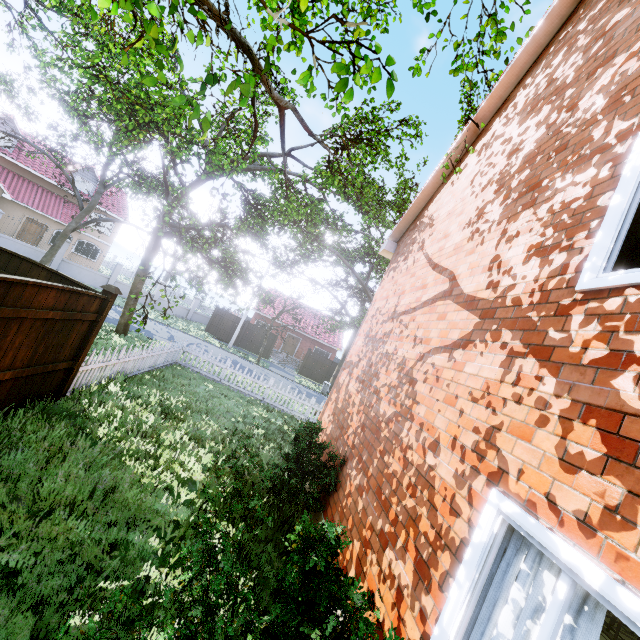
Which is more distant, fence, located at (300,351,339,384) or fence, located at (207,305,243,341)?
fence, located at (300,351,339,384)

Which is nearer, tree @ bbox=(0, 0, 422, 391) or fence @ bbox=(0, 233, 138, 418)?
tree @ bbox=(0, 0, 422, 391)

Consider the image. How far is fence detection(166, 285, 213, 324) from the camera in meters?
30.2

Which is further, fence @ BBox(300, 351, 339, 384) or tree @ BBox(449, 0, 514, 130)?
fence @ BBox(300, 351, 339, 384)

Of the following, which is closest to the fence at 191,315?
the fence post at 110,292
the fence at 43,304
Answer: the fence at 43,304

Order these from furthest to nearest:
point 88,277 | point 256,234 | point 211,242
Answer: point 88,277 → point 256,234 → point 211,242

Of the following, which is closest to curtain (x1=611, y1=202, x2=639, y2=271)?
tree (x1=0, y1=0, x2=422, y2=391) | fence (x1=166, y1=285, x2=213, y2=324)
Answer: tree (x1=0, y1=0, x2=422, y2=391)

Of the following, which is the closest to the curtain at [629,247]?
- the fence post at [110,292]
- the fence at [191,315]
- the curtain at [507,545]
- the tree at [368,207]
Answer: the curtain at [507,545]
